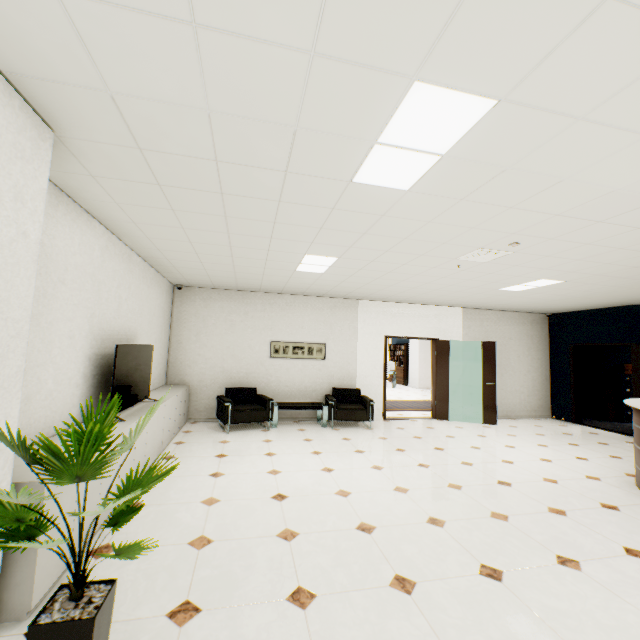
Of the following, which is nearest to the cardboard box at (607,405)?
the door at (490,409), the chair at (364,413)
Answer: the door at (490,409)

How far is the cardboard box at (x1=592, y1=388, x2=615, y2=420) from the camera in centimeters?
904cm

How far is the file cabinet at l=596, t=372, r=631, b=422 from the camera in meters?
8.9

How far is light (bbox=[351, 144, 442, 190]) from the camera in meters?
2.1 m

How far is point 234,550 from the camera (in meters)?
2.65

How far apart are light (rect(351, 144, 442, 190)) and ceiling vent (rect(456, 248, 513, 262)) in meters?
1.9

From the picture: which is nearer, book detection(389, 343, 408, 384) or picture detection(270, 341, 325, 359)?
picture detection(270, 341, 325, 359)

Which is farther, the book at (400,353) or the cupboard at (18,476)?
the book at (400,353)
